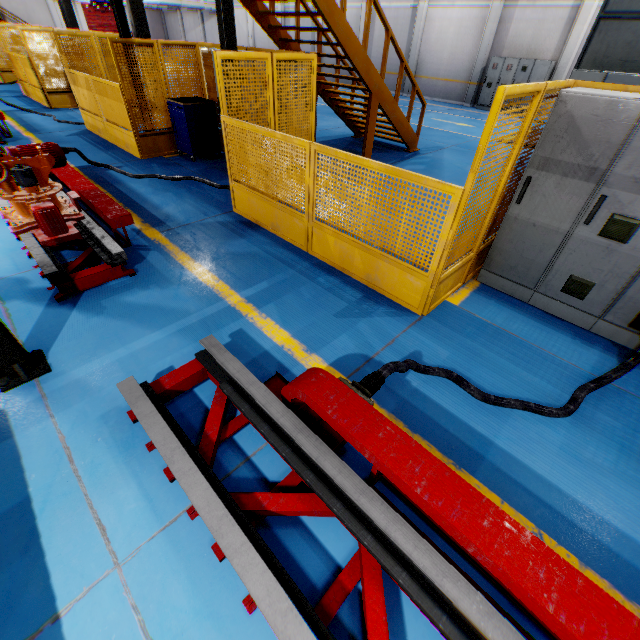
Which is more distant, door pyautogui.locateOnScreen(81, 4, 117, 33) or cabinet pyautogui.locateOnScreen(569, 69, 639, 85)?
door pyautogui.locateOnScreen(81, 4, 117, 33)

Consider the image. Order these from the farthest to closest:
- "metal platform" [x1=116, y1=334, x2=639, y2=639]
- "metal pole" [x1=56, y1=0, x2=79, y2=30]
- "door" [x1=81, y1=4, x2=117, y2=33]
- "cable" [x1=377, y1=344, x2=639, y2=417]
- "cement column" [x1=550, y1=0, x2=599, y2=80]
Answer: "door" [x1=81, y1=4, x2=117, y2=33]
"metal pole" [x1=56, y1=0, x2=79, y2=30]
"cement column" [x1=550, y1=0, x2=599, y2=80]
"cable" [x1=377, y1=344, x2=639, y2=417]
"metal platform" [x1=116, y1=334, x2=639, y2=639]

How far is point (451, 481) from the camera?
1.81m

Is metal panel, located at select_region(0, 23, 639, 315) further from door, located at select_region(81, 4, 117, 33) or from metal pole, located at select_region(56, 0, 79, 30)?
door, located at select_region(81, 4, 117, 33)

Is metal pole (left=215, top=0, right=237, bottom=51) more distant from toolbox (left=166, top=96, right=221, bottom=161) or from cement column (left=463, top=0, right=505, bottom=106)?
cement column (left=463, top=0, right=505, bottom=106)

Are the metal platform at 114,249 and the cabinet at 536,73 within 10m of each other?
no

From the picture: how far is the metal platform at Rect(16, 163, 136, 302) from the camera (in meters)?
Result: 3.73

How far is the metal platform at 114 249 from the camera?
3.73m
